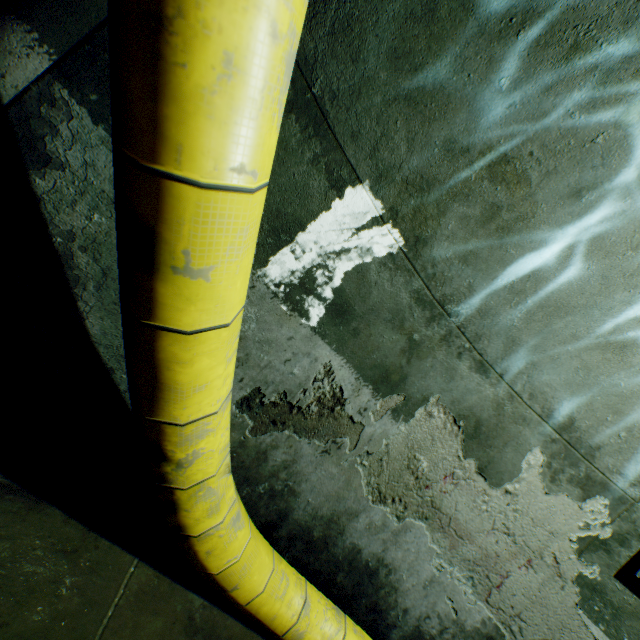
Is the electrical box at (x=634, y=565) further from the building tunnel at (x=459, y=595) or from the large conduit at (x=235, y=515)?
the large conduit at (x=235, y=515)

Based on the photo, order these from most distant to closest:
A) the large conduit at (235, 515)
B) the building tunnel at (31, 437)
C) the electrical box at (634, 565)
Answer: the electrical box at (634, 565), the building tunnel at (31, 437), the large conduit at (235, 515)

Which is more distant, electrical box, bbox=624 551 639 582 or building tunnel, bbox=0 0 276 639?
electrical box, bbox=624 551 639 582

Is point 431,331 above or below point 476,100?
below

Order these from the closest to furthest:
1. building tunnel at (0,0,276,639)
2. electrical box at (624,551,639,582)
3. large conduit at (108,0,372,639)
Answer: large conduit at (108,0,372,639), building tunnel at (0,0,276,639), electrical box at (624,551,639,582)

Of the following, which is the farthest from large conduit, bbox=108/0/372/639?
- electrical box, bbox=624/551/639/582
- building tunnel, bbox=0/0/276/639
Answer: electrical box, bbox=624/551/639/582

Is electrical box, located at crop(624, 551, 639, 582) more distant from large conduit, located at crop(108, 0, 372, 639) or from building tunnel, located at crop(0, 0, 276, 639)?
large conduit, located at crop(108, 0, 372, 639)
